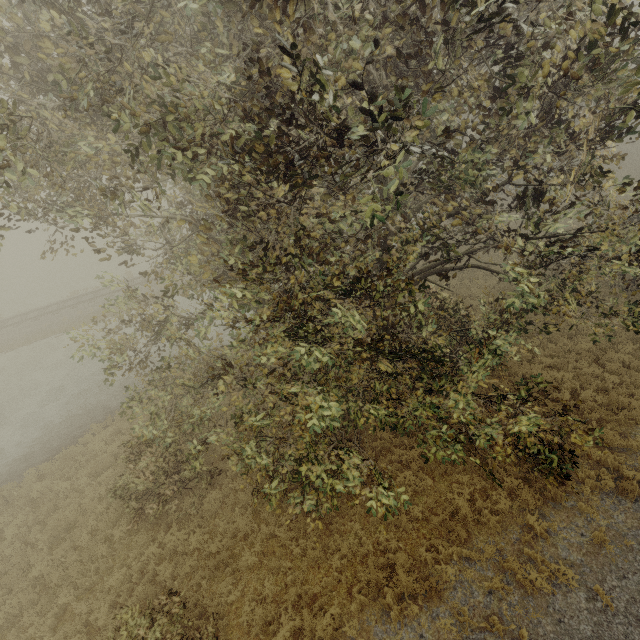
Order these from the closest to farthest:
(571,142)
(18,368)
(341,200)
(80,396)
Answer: (571,142) → (341,200) → (80,396) → (18,368)
